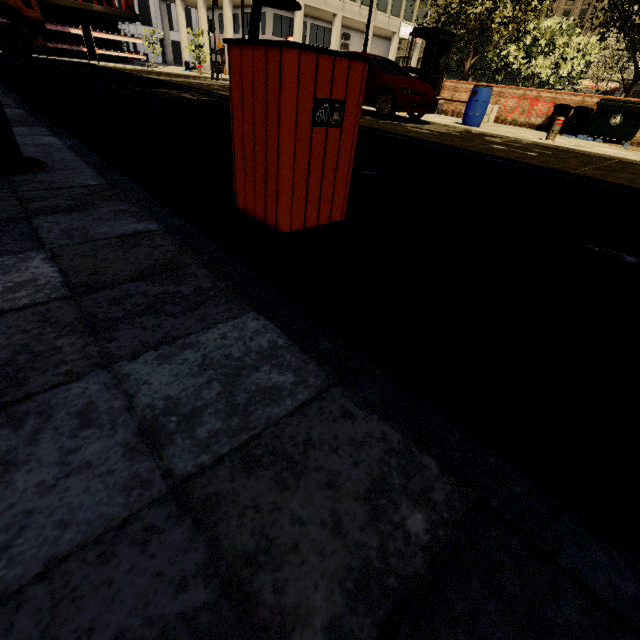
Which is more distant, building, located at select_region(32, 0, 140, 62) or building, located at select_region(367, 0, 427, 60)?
building, located at select_region(367, 0, 427, 60)

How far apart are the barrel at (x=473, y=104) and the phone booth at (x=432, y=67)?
4.4 meters

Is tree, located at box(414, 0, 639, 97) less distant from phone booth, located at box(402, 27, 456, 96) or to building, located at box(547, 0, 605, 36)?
phone booth, located at box(402, 27, 456, 96)

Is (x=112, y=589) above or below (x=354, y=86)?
below

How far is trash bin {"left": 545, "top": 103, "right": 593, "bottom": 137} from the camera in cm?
1077

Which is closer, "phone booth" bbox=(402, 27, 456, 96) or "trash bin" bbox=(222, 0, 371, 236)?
"trash bin" bbox=(222, 0, 371, 236)

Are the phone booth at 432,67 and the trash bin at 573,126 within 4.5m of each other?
no

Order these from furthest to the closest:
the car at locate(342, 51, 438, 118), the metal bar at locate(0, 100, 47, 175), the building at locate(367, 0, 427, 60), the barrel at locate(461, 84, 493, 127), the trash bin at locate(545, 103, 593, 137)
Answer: the building at locate(367, 0, 427, 60), the trash bin at locate(545, 103, 593, 137), the barrel at locate(461, 84, 493, 127), the car at locate(342, 51, 438, 118), the metal bar at locate(0, 100, 47, 175)
